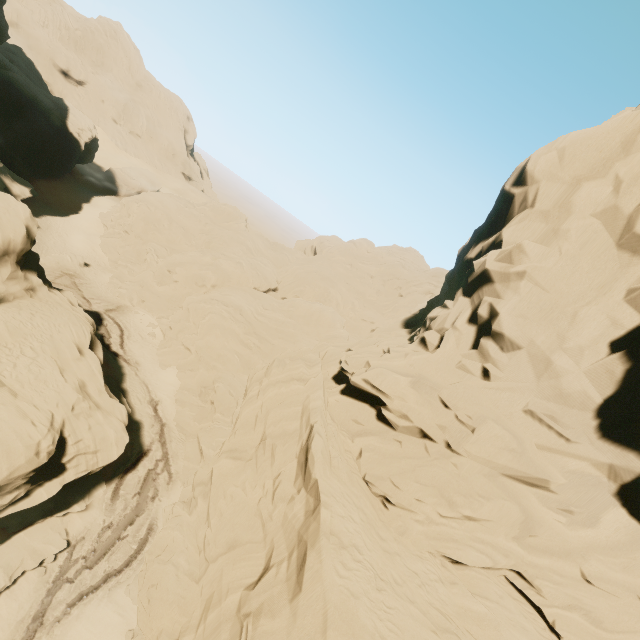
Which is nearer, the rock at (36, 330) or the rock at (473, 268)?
the rock at (473, 268)

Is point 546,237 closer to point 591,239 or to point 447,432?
point 591,239

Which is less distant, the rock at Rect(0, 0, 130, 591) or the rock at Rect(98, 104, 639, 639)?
the rock at Rect(98, 104, 639, 639)
